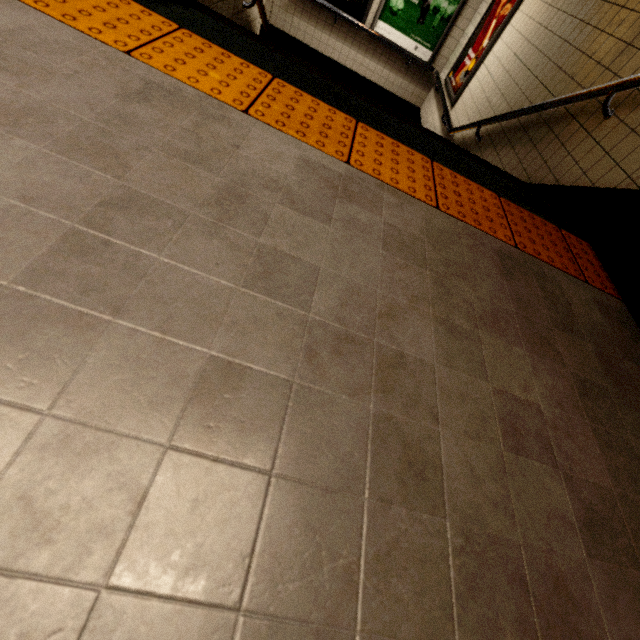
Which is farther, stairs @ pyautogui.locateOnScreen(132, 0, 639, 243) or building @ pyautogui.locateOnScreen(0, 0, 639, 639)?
stairs @ pyautogui.locateOnScreen(132, 0, 639, 243)

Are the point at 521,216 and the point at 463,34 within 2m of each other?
no

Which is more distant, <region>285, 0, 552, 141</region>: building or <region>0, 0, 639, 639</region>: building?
<region>285, 0, 552, 141</region>: building

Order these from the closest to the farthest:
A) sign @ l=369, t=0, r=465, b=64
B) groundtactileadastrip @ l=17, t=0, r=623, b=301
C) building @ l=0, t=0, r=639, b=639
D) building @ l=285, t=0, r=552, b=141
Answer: building @ l=0, t=0, r=639, b=639, groundtactileadastrip @ l=17, t=0, r=623, b=301, building @ l=285, t=0, r=552, b=141, sign @ l=369, t=0, r=465, b=64

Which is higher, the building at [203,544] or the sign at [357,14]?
the building at [203,544]

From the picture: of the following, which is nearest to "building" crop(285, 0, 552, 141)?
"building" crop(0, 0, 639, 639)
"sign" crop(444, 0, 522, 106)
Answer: "sign" crop(444, 0, 522, 106)

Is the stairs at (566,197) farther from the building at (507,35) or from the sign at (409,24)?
the sign at (409,24)

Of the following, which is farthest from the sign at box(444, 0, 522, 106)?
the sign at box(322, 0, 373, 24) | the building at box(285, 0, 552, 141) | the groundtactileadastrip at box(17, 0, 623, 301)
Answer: the groundtactileadastrip at box(17, 0, 623, 301)
